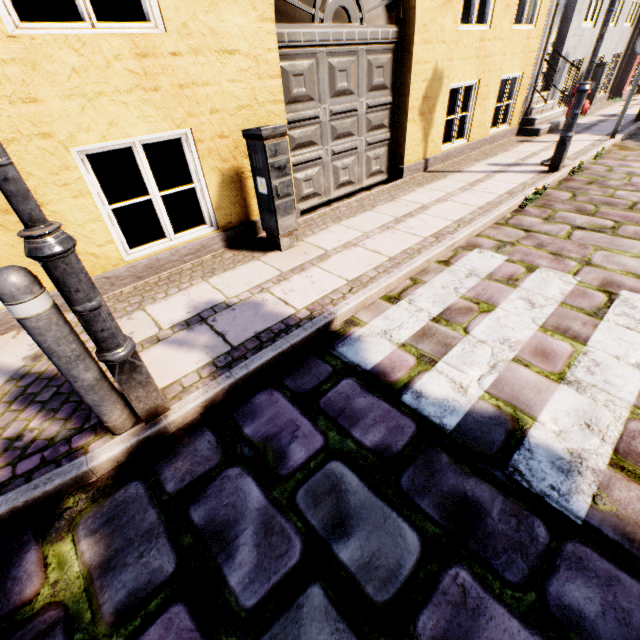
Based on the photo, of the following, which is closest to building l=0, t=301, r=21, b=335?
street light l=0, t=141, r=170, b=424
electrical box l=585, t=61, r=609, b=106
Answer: electrical box l=585, t=61, r=609, b=106

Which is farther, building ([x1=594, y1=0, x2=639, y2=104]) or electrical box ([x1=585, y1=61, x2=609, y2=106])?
building ([x1=594, y1=0, x2=639, y2=104])

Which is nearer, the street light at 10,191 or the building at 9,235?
the street light at 10,191

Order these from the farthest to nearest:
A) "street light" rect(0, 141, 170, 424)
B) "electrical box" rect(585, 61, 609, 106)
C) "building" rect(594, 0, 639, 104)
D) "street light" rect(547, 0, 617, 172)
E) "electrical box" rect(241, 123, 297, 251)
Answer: "building" rect(594, 0, 639, 104) < "electrical box" rect(585, 61, 609, 106) < "street light" rect(547, 0, 617, 172) < "electrical box" rect(241, 123, 297, 251) < "street light" rect(0, 141, 170, 424)

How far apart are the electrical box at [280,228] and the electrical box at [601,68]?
11.6 meters

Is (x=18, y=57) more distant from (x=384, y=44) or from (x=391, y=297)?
(x=384, y=44)

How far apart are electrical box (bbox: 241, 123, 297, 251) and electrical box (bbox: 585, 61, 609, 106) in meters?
11.6

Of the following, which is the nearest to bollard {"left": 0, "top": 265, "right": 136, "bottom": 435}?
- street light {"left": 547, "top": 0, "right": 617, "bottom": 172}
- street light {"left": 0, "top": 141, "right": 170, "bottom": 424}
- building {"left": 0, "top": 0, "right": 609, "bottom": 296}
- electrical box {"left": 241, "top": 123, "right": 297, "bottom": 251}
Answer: street light {"left": 0, "top": 141, "right": 170, "bottom": 424}
